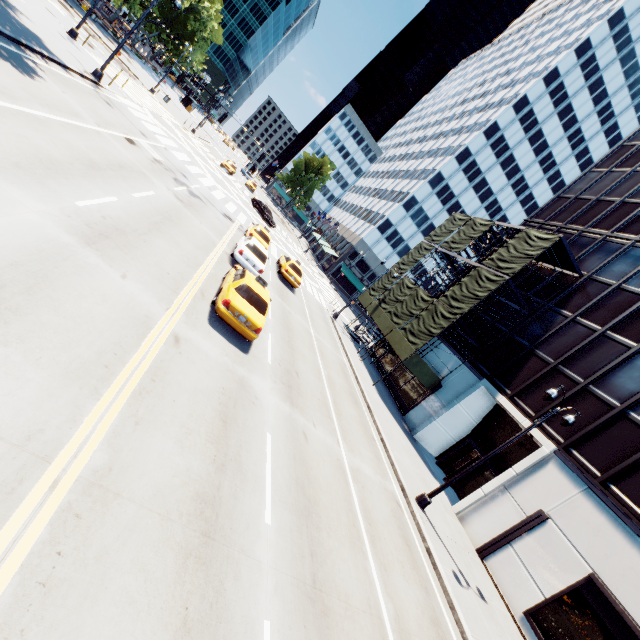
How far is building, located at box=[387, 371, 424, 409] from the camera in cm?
2502

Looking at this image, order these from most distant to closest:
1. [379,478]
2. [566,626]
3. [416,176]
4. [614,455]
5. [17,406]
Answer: [416,176] < [614,455] < [379,478] < [566,626] < [17,406]

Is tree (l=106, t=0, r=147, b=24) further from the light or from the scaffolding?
the light

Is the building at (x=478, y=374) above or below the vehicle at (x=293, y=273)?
above

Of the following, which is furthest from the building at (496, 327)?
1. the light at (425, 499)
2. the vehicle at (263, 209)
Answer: the vehicle at (263, 209)

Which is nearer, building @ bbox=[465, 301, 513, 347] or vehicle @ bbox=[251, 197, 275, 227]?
building @ bbox=[465, 301, 513, 347]

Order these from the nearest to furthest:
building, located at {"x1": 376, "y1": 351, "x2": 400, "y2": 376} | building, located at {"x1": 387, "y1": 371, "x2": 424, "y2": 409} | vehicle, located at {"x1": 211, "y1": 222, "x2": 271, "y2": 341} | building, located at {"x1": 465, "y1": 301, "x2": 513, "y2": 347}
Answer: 1. vehicle, located at {"x1": 211, "y1": 222, "x2": 271, "y2": 341}
2. building, located at {"x1": 465, "y1": 301, "x2": 513, "y2": 347}
3. building, located at {"x1": 387, "y1": 371, "x2": 424, "y2": 409}
4. building, located at {"x1": 376, "y1": 351, "x2": 400, "y2": 376}

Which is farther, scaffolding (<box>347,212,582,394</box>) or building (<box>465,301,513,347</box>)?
building (<box>465,301,513,347</box>)
